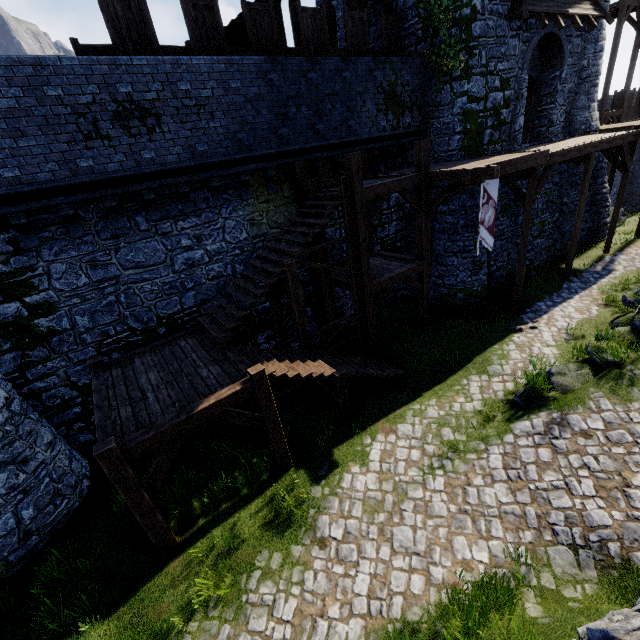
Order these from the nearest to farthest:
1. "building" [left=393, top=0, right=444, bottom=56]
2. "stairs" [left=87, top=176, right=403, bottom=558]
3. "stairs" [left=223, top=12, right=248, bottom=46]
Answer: "stairs" [left=87, top=176, right=403, bottom=558] < "stairs" [left=223, top=12, right=248, bottom=46] < "building" [left=393, top=0, right=444, bottom=56]

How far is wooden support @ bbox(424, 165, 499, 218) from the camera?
9.1m

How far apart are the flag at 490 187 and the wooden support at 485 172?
0.77m

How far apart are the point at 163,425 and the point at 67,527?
4.8m

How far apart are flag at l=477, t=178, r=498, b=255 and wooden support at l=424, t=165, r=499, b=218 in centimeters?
77cm

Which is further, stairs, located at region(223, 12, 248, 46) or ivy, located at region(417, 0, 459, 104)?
ivy, located at region(417, 0, 459, 104)

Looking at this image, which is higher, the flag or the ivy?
the ivy

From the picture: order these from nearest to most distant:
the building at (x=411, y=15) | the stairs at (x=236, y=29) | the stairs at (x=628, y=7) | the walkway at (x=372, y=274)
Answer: the walkway at (x=372, y=274), the stairs at (x=236, y=29), the building at (x=411, y=15), the stairs at (x=628, y=7)
